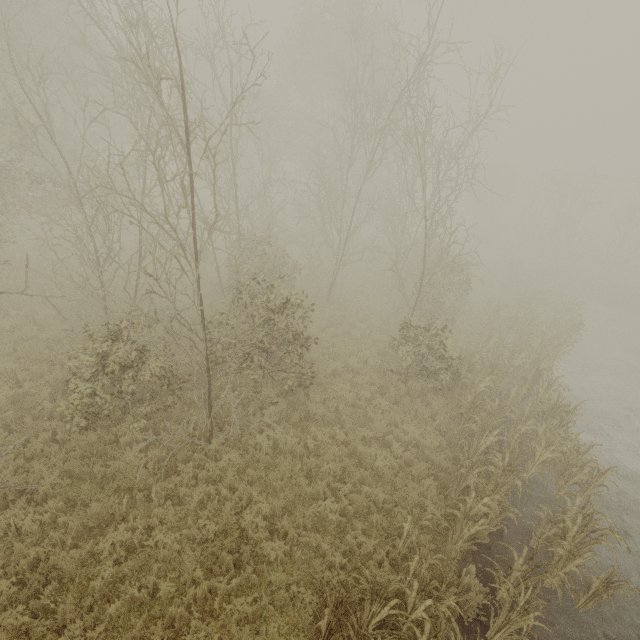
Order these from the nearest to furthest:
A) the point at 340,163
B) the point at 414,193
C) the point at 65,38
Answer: the point at 414,193, the point at 340,163, the point at 65,38
